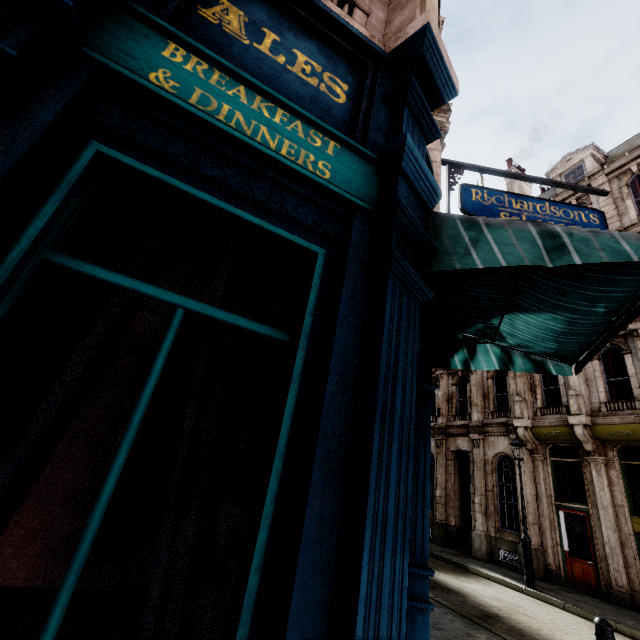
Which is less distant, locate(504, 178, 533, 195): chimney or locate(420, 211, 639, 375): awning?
locate(420, 211, 639, 375): awning

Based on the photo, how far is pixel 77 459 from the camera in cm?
290

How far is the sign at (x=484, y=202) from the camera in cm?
628

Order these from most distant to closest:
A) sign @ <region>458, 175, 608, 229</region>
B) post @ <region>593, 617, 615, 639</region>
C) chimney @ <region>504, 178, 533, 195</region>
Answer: chimney @ <region>504, 178, 533, 195</region>
sign @ <region>458, 175, 608, 229</region>
post @ <region>593, 617, 615, 639</region>

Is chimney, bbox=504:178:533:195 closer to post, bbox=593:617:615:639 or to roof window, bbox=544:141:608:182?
roof window, bbox=544:141:608:182

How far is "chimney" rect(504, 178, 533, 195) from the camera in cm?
2197

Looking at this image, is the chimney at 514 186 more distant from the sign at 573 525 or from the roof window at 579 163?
the sign at 573 525

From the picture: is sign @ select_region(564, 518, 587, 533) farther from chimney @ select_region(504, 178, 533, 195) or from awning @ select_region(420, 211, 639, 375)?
chimney @ select_region(504, 178, 533, 195)
